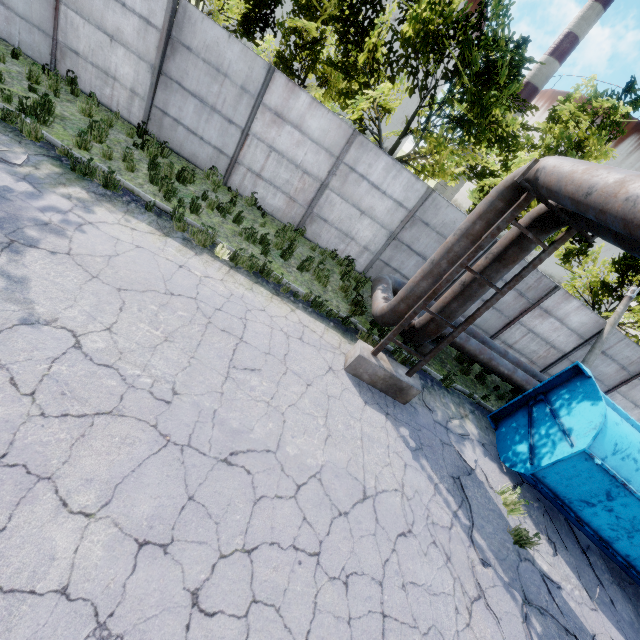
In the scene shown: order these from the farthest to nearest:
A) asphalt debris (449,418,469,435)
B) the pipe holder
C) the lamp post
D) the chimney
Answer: the chimney, the lamp post, asphalt debris (449,418,469,435), the pipe holder

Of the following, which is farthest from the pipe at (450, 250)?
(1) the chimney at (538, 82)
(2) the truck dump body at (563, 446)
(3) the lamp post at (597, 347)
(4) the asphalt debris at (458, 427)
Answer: (1) the chimney at (538, 82)

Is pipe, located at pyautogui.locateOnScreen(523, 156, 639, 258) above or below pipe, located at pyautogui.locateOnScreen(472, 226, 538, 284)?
above

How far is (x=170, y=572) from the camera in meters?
3.3

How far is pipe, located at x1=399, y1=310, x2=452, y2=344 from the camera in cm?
723

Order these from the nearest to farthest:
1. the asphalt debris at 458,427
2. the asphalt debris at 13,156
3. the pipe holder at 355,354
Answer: the pipe holder at 355,354 → the asphalt debris at 13,156 → the asphalt debris at 458,427

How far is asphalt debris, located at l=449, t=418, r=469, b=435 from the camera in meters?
8.0 m

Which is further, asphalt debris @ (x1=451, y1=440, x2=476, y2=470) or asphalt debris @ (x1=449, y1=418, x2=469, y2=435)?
asphalt debris @ (x1=449, y1=418, x2=469, y2=435)
